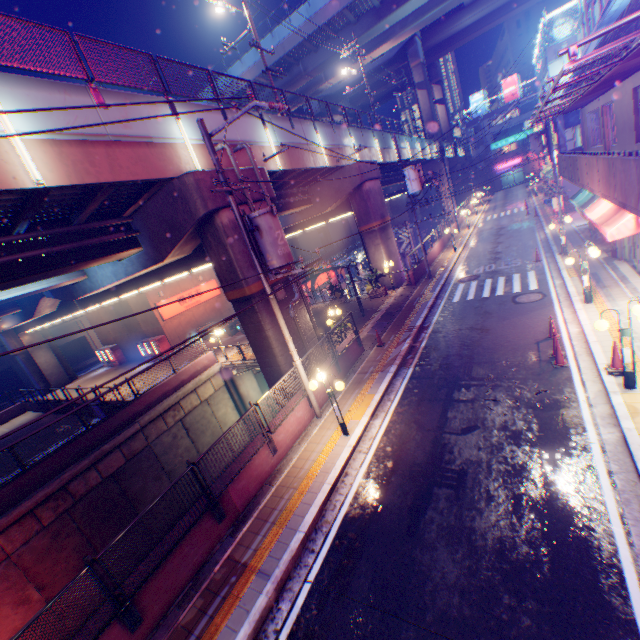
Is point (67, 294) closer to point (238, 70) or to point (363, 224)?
point (363, 224)

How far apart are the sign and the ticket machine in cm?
414

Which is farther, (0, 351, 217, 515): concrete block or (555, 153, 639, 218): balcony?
(0, 351, 217, 515): concrete block

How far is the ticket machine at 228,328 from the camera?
26.12m

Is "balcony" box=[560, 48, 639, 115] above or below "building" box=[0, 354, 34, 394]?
above

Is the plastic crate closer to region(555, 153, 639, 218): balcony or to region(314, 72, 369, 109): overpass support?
region(555, 153, 639, 218): balcony

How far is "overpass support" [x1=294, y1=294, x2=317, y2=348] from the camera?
14.15m

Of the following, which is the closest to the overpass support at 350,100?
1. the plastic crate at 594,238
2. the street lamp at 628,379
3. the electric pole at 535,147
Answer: the electric pole at 535,147
